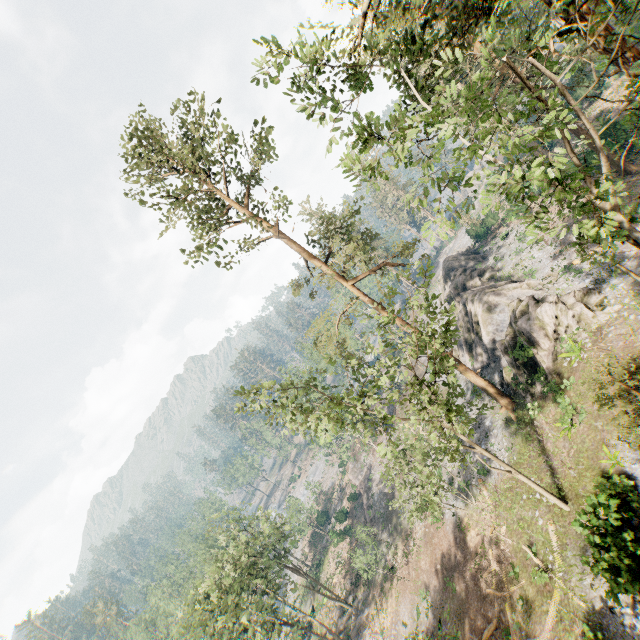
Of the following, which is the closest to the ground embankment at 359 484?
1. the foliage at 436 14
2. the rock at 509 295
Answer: the foliage at 436 14

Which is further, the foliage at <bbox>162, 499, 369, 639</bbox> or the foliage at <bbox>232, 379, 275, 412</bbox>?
the foliage at <bbox>162, 499, 369, 639</bbox>

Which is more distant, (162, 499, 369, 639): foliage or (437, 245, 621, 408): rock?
(162, 499, 369, 639): foliage

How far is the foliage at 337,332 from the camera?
15.4 meters

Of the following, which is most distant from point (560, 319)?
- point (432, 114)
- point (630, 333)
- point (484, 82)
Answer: point (432, 114)

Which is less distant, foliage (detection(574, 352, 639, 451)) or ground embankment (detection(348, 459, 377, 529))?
foliage (detection(574, 352, 639, 451))

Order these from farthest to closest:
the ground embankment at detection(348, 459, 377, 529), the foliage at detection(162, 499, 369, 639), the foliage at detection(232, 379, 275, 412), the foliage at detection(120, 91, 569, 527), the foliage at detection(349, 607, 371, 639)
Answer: the ground embankment at detection(348, 459, 377, 529) < the foliage at detection(349, 607, 371, 639) < the foliage at detection(162, 499, 369, 639) < the foliage at detection(232, 379, 275, 412) < the foliage at detection(120, 91, 569, 527)

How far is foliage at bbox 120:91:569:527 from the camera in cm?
1543
